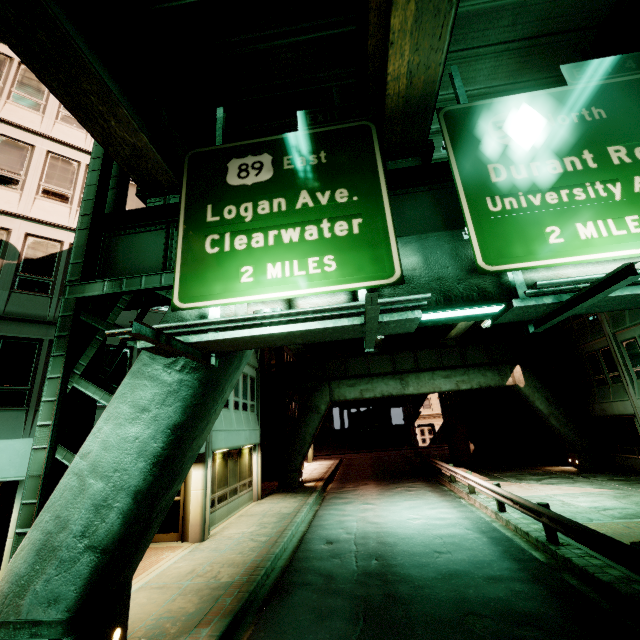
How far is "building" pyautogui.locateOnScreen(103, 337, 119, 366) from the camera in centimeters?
1152cm

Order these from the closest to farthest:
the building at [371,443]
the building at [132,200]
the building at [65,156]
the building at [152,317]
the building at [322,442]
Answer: the building at [65,156]
the building at [152,317]
the building at [132,200]
the building at [322,442]
the building at [371,443]

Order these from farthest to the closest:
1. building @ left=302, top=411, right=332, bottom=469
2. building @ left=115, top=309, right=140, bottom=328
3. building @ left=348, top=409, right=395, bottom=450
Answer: building @ left=348, top=409, right=395, bottom=450, building @ left=302, top=411, right=332, bottom=469, building @ left=115, top=309, right=140, bottom=328

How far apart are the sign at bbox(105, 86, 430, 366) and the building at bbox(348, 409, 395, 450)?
49.57m

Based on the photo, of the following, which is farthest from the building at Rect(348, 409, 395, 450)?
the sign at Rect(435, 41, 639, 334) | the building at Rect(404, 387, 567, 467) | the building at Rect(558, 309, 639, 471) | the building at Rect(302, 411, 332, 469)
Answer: the sign at Rect(435, 41, 639, 334)

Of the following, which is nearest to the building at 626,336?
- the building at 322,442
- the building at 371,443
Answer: the building at 371,443

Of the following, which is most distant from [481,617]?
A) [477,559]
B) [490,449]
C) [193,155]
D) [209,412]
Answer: [490,449]

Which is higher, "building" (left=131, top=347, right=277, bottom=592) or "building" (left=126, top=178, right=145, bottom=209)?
"building" (left=126, top=178, right=145, bottom=209)
